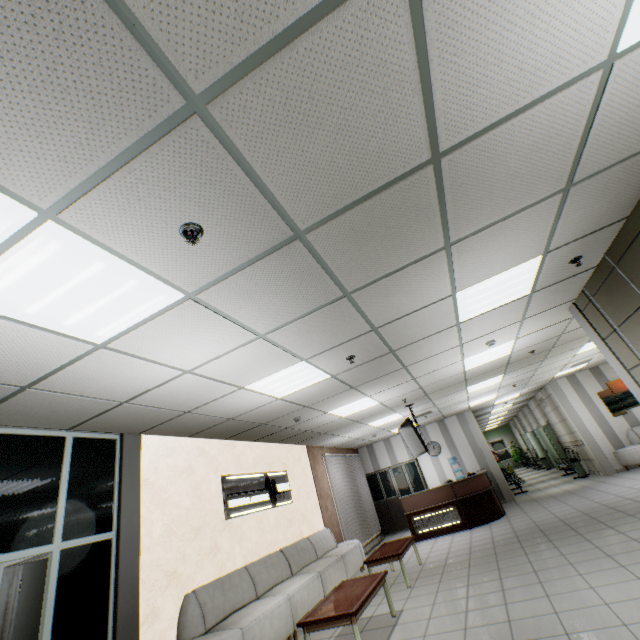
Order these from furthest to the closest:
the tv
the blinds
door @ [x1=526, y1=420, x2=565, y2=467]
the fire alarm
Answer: door @ [x1=526, y1=420, x2=565, y2=467], the blinds, the tv, the fire alarm

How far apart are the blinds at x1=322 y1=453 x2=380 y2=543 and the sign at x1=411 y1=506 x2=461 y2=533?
1.83m

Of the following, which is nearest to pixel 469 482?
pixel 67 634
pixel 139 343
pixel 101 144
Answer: pixel 67 634

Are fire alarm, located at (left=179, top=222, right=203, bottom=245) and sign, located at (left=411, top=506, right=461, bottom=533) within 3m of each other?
no

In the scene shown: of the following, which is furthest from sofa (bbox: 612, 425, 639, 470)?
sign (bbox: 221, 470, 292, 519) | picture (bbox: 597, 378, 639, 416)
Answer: sign (bbox: 221, 470, 292, 519)

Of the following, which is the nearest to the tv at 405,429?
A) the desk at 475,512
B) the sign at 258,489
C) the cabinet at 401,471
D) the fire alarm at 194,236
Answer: the desk at 475,512

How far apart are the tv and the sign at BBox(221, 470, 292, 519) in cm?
321

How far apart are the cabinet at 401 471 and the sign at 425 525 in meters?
2.8
